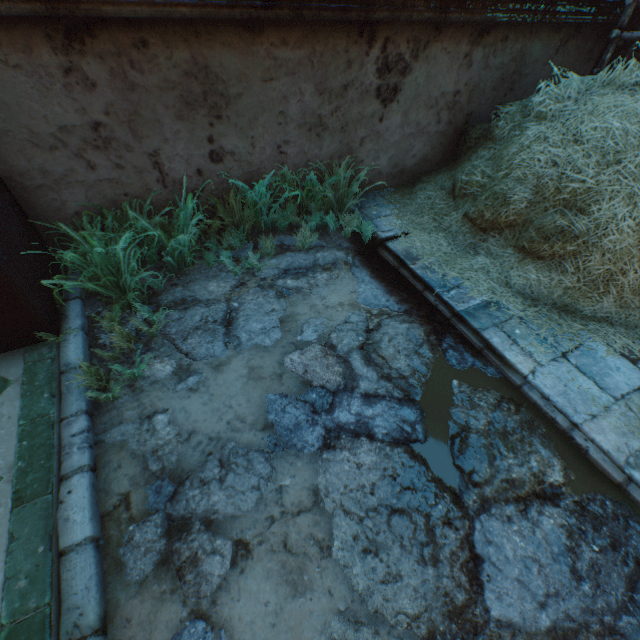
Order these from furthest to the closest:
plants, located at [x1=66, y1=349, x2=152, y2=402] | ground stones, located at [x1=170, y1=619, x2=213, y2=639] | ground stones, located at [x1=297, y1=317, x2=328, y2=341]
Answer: ground stones, located at [x1=297, y1=317, x2=328, y2=341] < plants, located at [x1=66, y1=349, x2=152, y2=402] < ground stones, located at [x1=170, y1=619, x2=213, y2=639]

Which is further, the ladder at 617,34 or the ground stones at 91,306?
the ladder at 617,34

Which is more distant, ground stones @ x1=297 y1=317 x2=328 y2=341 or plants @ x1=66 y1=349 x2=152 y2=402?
ground stones @ x1=297 y1=317 x2=328 y2=341

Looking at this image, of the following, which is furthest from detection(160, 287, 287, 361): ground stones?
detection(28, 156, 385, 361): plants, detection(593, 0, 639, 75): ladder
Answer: detection(593, 0, 639, 75): ladder

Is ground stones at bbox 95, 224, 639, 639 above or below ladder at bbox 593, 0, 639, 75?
below

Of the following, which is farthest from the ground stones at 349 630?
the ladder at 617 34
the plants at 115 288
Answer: the ladder at 617 34

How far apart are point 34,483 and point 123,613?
0.86m

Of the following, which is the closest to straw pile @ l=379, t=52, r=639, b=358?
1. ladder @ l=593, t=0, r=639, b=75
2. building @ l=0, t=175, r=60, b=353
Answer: building @ l=0, t=175, r=60, b=353
